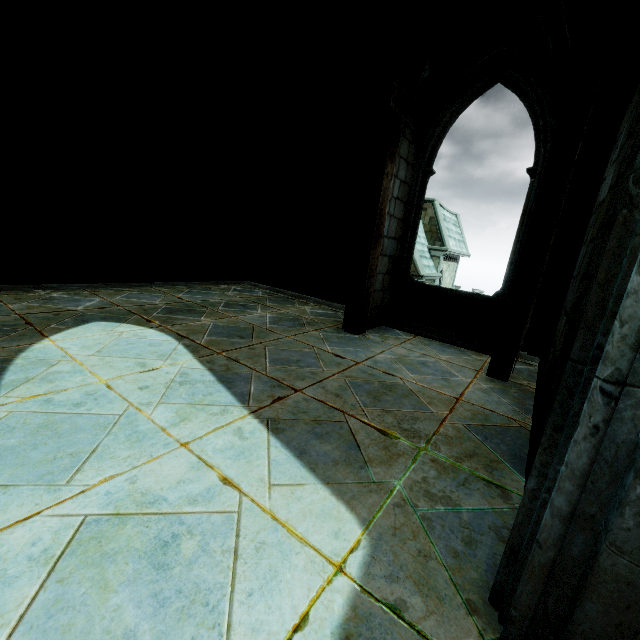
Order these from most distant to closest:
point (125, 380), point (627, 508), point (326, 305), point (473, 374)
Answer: point (326, 305) → point (473, 374) → point (125, 380) → point (627, 508)
